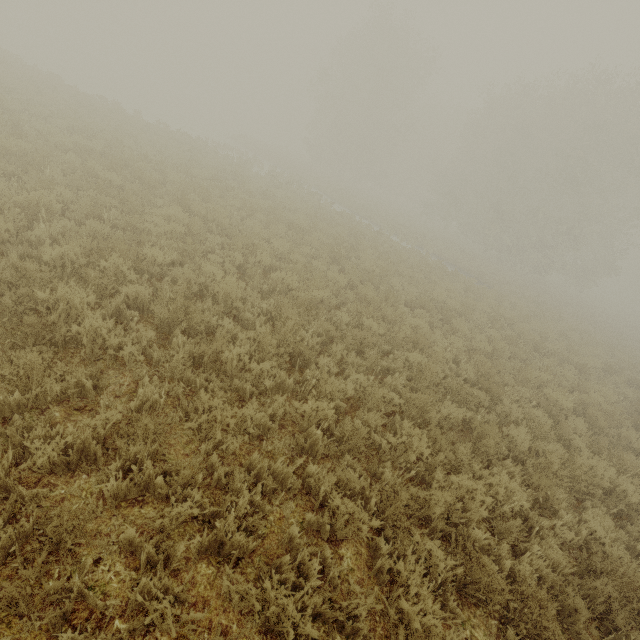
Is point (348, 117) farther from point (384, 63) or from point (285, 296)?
point (285, 296)
